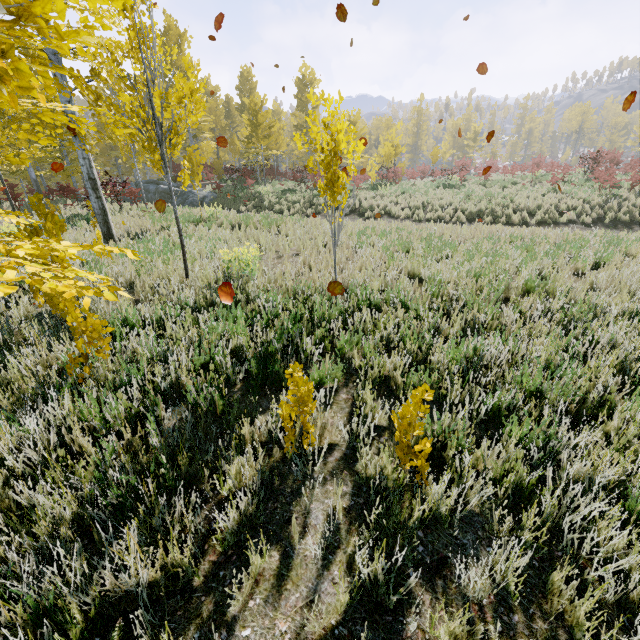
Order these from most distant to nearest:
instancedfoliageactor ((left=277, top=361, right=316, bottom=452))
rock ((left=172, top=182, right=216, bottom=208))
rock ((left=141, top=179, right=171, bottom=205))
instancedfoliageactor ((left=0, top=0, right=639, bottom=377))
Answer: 1. rock ((left=141, top=179, right=171, bottom=205))
2. rock ((left=172, top=182, right=216, bottom=208))
3. instancedfoliageactor ((left=277, top=361, right=316, bottom=452))
4. instancedfoliageactor ((left=0, top=0, right=639, bottom=377))

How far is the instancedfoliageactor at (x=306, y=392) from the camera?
2.30m

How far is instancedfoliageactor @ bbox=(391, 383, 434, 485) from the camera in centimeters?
205cm

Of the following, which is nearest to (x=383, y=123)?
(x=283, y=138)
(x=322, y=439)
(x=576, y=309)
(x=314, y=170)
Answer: (x=314, y=170)

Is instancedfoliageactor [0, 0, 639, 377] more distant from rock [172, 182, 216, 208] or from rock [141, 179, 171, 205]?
rock [172, 182, 216, 208]

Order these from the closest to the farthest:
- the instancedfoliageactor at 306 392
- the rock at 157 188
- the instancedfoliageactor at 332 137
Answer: the instancedfoliageactor at 332 137 < the instancedfoliageactor at 306 392 < the rock at 157 188

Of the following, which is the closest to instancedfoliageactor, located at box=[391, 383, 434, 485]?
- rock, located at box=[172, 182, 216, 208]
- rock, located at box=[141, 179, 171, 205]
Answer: rock, located at box=[141, 179, 171, 205]
